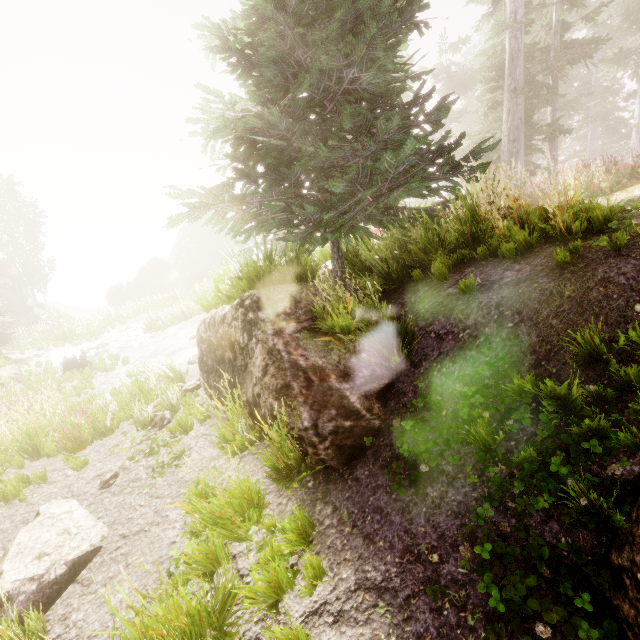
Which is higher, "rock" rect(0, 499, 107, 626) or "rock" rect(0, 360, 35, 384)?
"rock" rect(0, 499, 107, 626)

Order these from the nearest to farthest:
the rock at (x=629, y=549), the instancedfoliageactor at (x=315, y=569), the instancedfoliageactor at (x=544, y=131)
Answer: the rock at (x=629, y=549) → the instancedfoliageactor at (x=315, y=569) → the instancedfoliageactor at (x=544, y=131)

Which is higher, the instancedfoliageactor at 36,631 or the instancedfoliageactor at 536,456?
the instancedfoliageactor at 536,456

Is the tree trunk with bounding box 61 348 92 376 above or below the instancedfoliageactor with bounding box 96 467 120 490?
below

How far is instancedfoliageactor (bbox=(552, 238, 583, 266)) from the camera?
3.3m

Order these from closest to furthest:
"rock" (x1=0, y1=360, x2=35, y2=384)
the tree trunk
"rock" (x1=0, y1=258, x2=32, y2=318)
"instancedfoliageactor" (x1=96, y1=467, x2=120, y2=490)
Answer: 1. "instancedfoliageactor" (x1=96, y1=467, x2=120, y2=490)
2. "rock" (x1=0, y1=360, x2=35, y2=384)
3. the tree trunk
4. "rock" (x1=0, y1=258, x2=32, y2=318)

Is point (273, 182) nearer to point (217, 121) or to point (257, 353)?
point (217, 121)

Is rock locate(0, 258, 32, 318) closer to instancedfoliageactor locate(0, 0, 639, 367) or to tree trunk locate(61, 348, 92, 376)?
instancedfoliageactor locate(0, 0, 639, 367)
